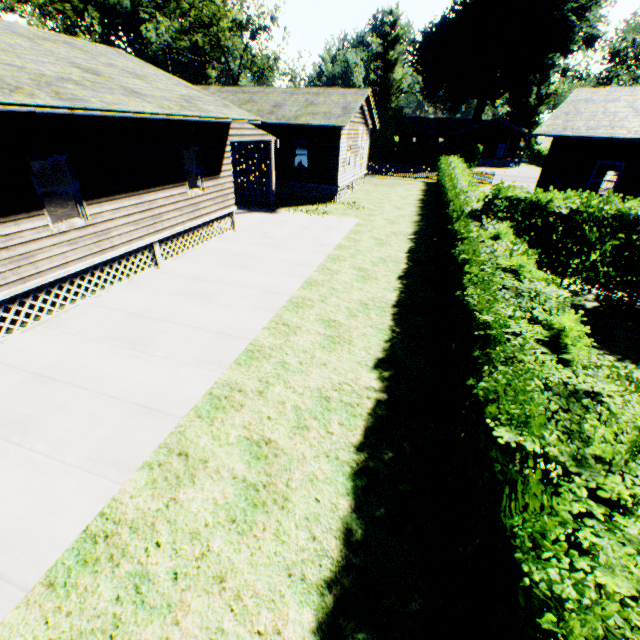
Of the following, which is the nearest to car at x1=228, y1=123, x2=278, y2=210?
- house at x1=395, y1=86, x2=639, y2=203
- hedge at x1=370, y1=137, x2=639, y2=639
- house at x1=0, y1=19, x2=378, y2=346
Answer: house at x1=0, y1=19, x2=378, y2=346

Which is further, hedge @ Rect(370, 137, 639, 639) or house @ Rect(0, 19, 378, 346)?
house @ Rect(0, 19, 378, 346)

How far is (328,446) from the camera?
5.10m

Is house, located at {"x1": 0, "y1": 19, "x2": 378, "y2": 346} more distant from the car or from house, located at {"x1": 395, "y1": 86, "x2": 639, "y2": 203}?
house, located at {"x1": 395, "y1": 86, "x2": 639, "y2": 203}

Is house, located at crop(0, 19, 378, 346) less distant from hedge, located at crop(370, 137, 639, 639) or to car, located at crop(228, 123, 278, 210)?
car, located at crop(228, 123, 278, 210)

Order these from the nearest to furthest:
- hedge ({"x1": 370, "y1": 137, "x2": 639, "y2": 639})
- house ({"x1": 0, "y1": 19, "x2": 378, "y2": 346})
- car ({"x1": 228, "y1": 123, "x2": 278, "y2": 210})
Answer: hedge ({"x1": 370, "y1": 137, "x2": 639, "y2": 639}), house ({"x1": 0, "y1": 19, "x2": 378, "y2": 346}), car ({"x1": 228, "y1": 123, "x2": 278, "y2": 210})

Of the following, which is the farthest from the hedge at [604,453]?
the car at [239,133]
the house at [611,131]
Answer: the car at [239,133]

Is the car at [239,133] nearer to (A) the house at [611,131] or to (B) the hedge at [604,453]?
(B) the hedge at [604,453]
